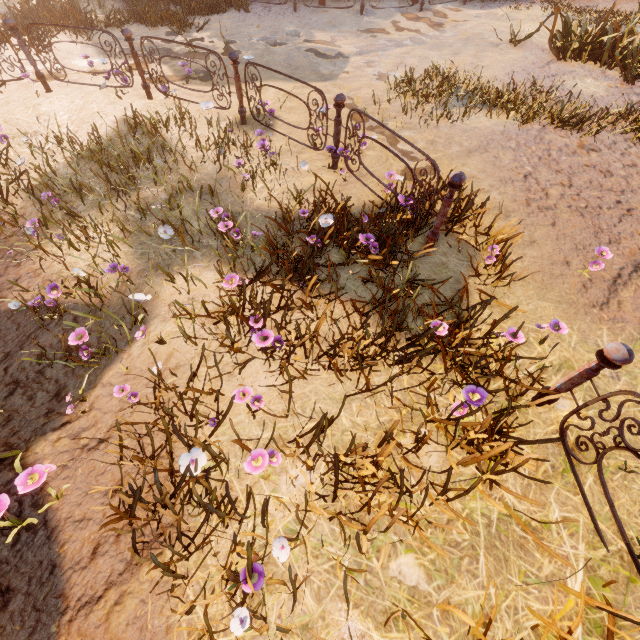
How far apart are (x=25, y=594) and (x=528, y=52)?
12.22m

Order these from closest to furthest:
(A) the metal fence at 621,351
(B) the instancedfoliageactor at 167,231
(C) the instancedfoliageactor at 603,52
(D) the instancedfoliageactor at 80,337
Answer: (A) the metal fence at 621,351 < (D) the instancedfoliageactor at 80,337 < (B) the instancedfoliageactor at 167,231 < (C) the instancedfoliageactor at 603,52

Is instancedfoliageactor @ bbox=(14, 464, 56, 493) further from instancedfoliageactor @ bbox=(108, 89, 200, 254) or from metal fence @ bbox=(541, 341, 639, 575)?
metal fence @ bbox=(541, 341, 639, 575)

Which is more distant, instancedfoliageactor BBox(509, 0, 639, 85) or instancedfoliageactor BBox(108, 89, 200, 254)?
instancedfoliageactor BBox(509, 0, 639, 85)

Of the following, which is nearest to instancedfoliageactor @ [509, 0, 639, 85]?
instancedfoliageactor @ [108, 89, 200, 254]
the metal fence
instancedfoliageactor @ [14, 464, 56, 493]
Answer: the metal fence

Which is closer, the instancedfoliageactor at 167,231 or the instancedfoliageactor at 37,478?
the instancedfoliageactor at 37,478

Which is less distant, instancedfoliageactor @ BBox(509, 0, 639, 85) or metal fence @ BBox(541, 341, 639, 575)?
metal fence @ BBox(541, 341, 639, 575)

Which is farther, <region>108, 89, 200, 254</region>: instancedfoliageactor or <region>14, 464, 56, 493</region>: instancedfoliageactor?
<region>108, 89, 200, 254</region>: instancedfoliageactor
